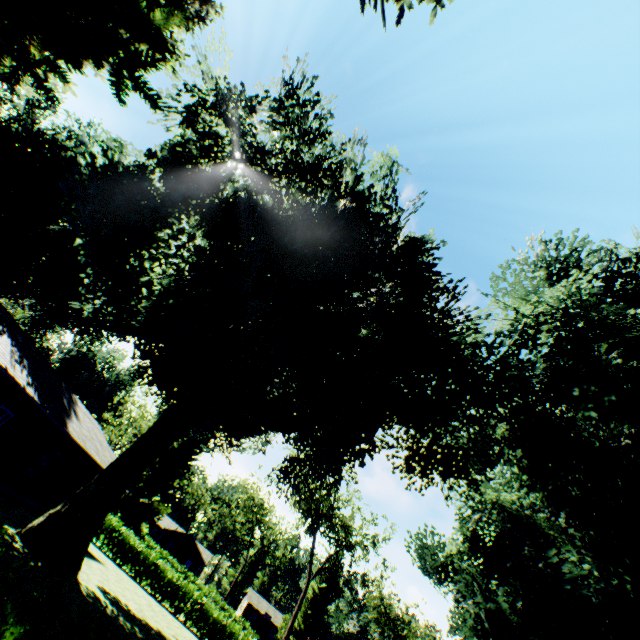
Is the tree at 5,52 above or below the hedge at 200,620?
above

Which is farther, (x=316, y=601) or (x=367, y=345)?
(x=316, y=601)

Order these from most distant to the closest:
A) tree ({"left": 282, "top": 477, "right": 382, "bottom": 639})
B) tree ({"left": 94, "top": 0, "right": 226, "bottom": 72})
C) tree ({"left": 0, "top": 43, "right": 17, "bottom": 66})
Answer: tree ({"left": 282, "top": 477, "right": 382, "bottom": 639}), tree ({"left": 94, "top": 0, "right": 226, "bottom": 72}), tree ({"left": 0, "top": 43, "right": 17, "bottom": 66})

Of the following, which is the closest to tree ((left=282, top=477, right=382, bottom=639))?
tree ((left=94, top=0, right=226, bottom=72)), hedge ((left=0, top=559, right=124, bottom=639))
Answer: hedge ((left=0, top=559, right=124, bottom=639))

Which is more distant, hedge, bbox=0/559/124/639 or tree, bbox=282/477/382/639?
tree, bbox=282/477/382/639

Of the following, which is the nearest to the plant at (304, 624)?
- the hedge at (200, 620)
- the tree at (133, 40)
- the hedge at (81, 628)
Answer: the tree at (133, 40)

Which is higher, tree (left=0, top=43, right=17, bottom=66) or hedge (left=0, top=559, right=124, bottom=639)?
tree (left=0, top=43, right=17, bottom=66)

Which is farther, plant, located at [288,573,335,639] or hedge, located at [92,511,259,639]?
plant, located at [288,573,335,639]
